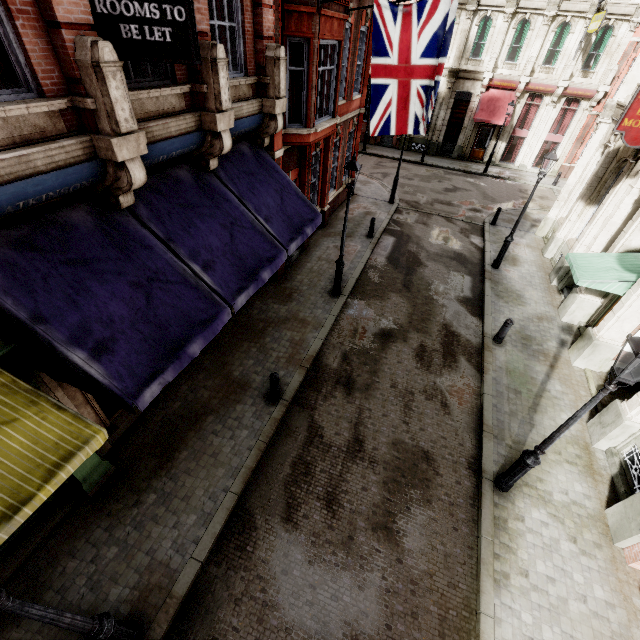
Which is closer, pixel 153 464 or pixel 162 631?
pixel 162 631

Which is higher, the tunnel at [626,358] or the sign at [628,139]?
the sign at [628,139]

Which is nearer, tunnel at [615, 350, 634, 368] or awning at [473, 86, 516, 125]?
tunnel at [615, 350, 634, 368]

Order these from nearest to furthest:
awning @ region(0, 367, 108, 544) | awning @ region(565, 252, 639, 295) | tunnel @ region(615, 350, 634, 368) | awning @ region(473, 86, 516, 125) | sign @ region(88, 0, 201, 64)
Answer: awning @ region(0, 367, 108, 544)
sign @ region(88, 0, 201, 64)
awning @ region(565, 252, 639, 295)
tunnel @ region(615, 350, 634, 368)
awning @ region(473, 86, 516, 125)

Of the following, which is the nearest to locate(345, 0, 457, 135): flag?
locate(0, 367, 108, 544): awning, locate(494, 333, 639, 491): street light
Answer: locate(494, 333, 639, 491): street light

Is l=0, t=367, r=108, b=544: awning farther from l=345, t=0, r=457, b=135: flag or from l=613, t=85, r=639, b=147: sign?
l=613, t=85, r=639, b=147: sign

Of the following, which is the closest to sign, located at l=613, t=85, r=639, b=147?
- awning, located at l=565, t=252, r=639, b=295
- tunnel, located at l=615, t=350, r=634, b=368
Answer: awning, located at l=565, t=252, r=639, b=295

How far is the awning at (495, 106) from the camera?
23.88m
